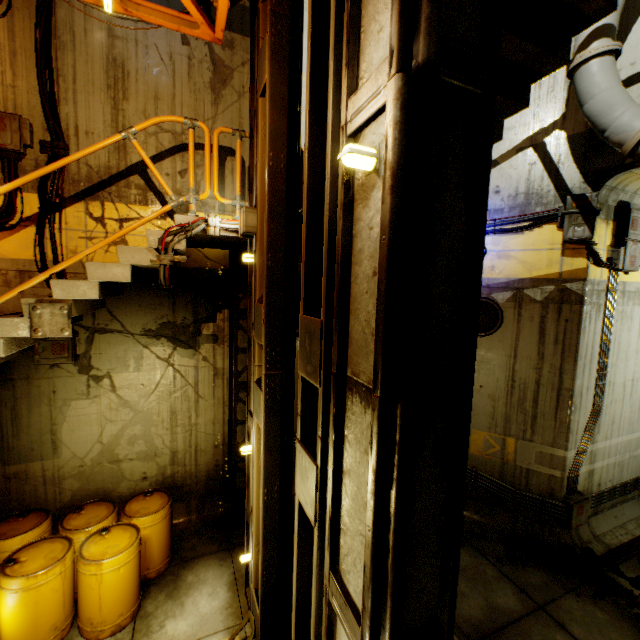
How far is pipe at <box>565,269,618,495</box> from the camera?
6.2 meters

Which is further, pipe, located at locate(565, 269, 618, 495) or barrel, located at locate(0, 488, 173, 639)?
pipe, located at locate(565, 269, 618, 495)

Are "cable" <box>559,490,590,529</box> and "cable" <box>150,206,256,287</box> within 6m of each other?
no

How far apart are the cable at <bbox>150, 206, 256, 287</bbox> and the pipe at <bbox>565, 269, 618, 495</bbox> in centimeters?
660cm

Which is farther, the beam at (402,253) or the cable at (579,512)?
the cable at (579,512)

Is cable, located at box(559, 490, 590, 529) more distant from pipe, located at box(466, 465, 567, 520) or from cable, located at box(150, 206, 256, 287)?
cable, located at box(150, 206, 256, 287)

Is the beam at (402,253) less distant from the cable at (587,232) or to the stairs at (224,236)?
the stairs at (224,236)

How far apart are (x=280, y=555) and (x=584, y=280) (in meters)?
7.03
